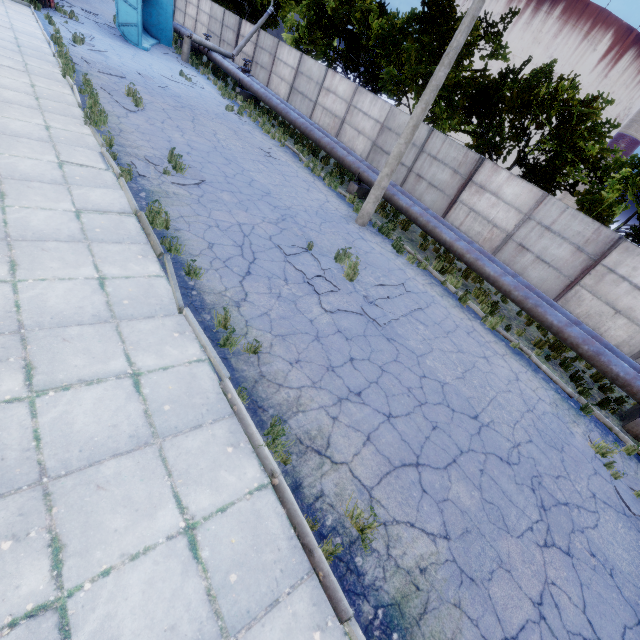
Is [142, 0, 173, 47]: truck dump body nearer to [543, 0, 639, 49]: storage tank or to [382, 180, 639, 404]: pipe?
[382, 180, 639, 404]: pipe

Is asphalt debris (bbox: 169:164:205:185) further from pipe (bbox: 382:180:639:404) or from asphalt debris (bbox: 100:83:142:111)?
pipe (bbox: 382:180:639:404)

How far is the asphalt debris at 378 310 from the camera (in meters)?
7.49

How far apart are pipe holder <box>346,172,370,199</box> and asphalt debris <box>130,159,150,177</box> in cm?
725

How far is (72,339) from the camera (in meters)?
4.16

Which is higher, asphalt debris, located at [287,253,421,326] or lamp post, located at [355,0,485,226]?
lamp post, located at [355,0,485,226]

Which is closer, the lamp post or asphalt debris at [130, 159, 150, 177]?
asphalt debris at [130, 159, 150, 177]

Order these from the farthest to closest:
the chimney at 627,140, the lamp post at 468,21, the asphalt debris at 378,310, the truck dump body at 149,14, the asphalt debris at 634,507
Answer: the chimney at 627,140 < the truck dump body at 149,14 < the lamp post at 468,21 < the asphalt debris at 378,310 < the asphalt debris at 634,507
